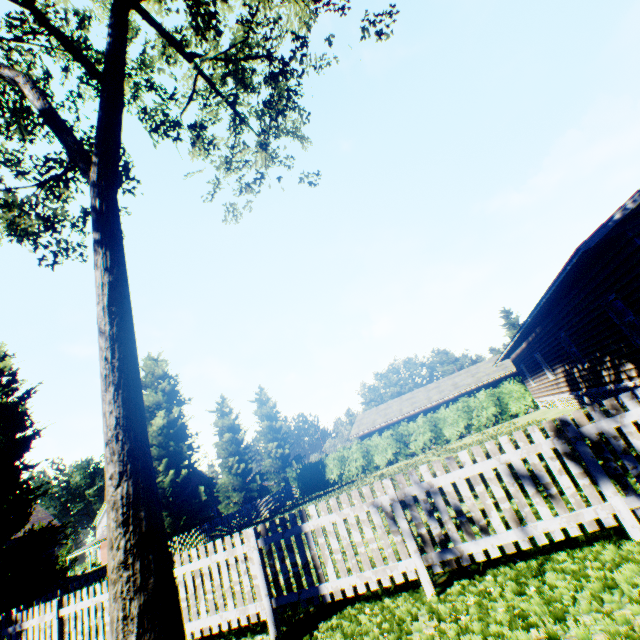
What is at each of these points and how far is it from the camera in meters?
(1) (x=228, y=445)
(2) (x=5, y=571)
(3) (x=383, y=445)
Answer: (1) tree, 28.2
(2) tree, 12.5
(3) hedge, 28.7

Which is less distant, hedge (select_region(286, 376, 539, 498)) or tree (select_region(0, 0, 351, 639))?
tree (select_region(0, 0, 351, 639))

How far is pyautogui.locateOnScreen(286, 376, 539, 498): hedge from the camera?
26.11m

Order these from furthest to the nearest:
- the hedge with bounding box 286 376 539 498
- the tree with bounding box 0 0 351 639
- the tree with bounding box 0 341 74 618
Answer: the hedge with bounding box 286 376 539 498 < the tree with bounding box 0 341 74 618 < the tree with bounding box 0 0 351 639

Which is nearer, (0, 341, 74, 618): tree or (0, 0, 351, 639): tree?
(0, 0, 351, 639): tree

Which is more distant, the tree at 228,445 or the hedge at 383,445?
the hedge at 383,445

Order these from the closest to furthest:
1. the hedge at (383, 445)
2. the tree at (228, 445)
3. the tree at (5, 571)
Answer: the tree at (228, 445) → the tree at (5, 571) → the hedge at (383, 445)
